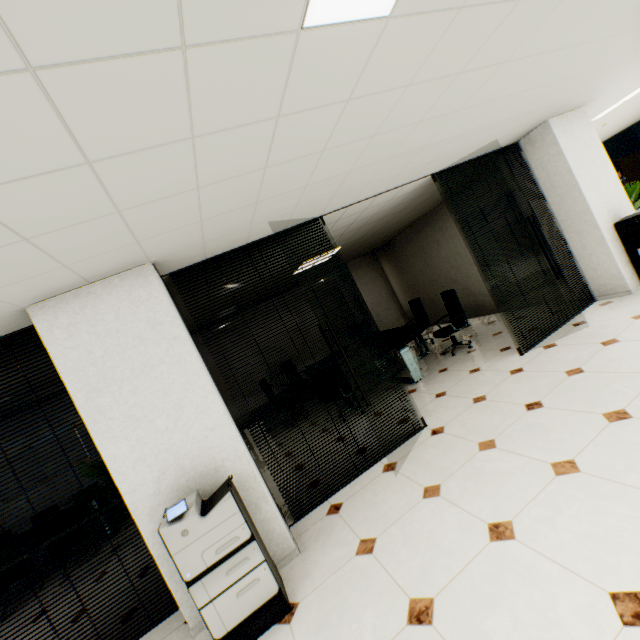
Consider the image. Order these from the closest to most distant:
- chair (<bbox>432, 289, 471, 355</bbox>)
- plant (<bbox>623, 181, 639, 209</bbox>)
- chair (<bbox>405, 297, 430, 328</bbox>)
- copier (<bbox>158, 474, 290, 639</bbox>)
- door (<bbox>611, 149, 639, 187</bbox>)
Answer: copier (<bbox>158, 474, 290, 639</bbox>) < plant (<bbox>623, 181, 639, 209</bbox>) < chair (<bbox>432, 289, 471, 355</bbox>) < chair (<bbox>405, 297, 430, 328</bbox>) < door (<bbox>611, 149, 639, 187</bbox>)

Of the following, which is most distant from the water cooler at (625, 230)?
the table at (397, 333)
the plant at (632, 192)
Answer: the table at (397, 333)

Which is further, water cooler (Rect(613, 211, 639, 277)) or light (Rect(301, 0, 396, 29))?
water cooler (Rect(613, 211, 639, 277))

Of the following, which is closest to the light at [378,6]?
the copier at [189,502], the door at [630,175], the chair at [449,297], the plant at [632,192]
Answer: the copier at [189,502]

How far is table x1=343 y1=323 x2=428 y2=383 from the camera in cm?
577

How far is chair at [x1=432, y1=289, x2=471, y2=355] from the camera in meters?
6.2 m

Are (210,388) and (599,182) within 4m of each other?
no

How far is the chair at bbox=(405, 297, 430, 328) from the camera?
8.0 meters
